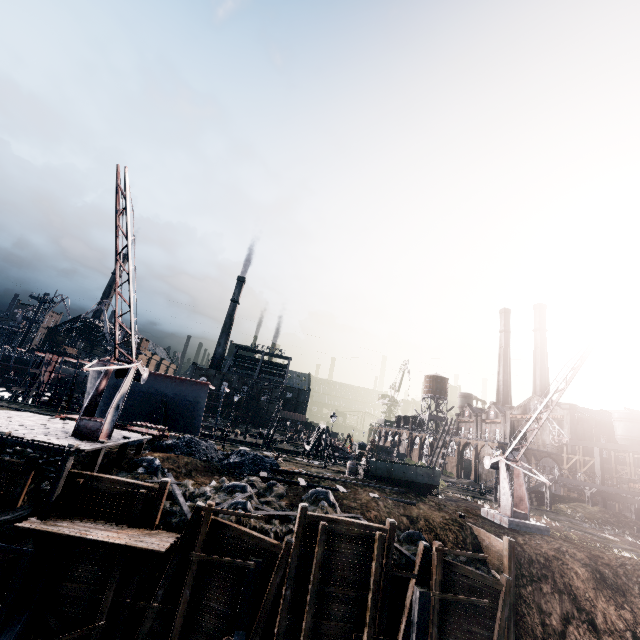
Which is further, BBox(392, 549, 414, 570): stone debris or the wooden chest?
the wooden chest

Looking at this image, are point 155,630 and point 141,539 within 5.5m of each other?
yes

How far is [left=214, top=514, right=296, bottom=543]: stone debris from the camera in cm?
1619

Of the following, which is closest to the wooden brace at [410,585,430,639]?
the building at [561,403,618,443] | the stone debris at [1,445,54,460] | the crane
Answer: the crane

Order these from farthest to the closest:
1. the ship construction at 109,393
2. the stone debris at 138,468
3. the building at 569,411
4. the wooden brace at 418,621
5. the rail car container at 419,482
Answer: the building at 569,411 < the ship construction at 109,393 < the rail car container at 419,482 < the stone debris at 138,468 < the wooden brace at 418,621

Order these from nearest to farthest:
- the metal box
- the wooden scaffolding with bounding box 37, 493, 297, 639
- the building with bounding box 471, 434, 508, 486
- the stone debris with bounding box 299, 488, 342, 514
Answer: the wooden scaffolding with bounding box 37, 493, 297, 639 < the stone debris with bounding box 299, 488, 342, 514 < the metal box < the building with bounding box 471, 434, 508, 486

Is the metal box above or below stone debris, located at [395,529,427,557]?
above

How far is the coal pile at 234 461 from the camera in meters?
23.8 m
